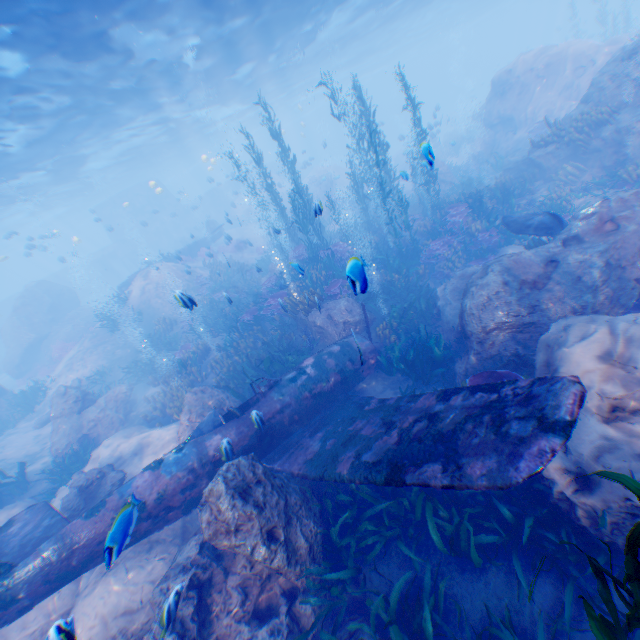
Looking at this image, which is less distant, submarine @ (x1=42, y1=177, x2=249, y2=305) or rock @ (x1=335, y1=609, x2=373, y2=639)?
rock @ (x1=335, y1=609, x2=373, y2=639)

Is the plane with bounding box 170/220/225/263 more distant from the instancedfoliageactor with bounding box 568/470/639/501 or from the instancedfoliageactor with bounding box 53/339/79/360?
the instancedfoliageactor with bounding box 568/470/639/501

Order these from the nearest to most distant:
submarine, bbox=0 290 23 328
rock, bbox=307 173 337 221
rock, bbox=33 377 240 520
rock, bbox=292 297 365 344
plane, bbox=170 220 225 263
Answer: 1. rock, bbox=307 173 337 221
2. rock, bbox=33 377 240 520
3. rock, bbox=292 297 365 344
4. plane, bbox=170 220 225 263
5. submarine, bbox=0 290 23 328

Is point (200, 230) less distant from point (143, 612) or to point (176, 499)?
point (176, 499)

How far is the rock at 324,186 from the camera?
7.1m

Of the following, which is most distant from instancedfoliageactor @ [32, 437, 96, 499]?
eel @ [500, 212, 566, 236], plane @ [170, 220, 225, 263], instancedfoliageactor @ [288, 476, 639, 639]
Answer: plane @ [170, 220, 225, 263]

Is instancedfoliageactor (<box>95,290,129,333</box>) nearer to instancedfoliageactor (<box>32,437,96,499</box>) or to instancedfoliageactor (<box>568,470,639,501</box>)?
instancedfoliageactor (<box>568,470,639,501</box>)

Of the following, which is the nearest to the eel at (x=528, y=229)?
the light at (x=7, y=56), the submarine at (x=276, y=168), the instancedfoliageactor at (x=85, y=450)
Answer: the submarine at (x=276, y=168)
